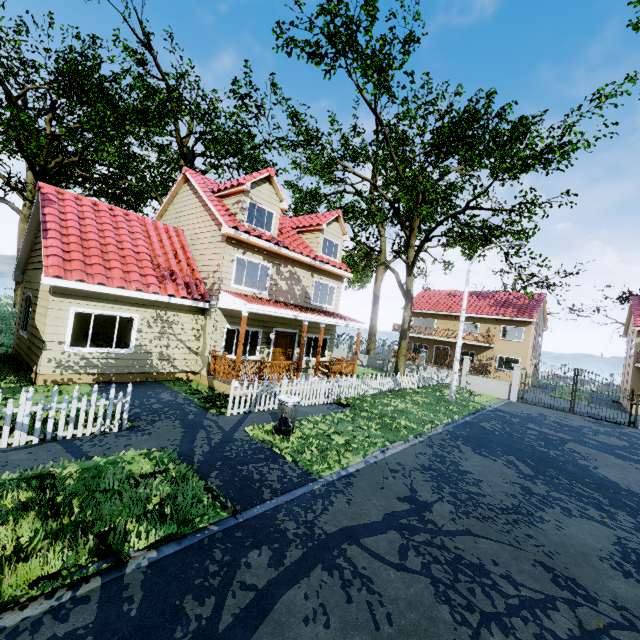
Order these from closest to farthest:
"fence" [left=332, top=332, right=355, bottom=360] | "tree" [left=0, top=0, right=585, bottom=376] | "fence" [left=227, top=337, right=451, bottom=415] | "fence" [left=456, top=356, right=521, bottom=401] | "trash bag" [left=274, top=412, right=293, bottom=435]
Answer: "trash bag" [left=274, top=412, right=293, bottom=435], "fence" [left=227, top=337, right=451, bottom=415], "tree" [left=0, top=0, right=585, bottom=376], "fence" [left=456, top=356, right=521, bottom=401], "fence" [left=332, top=332, right=355, bottom=360]

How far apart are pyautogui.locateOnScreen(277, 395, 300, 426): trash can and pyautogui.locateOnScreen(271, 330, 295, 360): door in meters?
6.1

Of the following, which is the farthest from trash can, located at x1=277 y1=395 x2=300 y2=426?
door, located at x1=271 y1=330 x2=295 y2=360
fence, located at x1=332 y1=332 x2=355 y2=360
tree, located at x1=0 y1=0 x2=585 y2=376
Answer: tree, located at x1=0 y1=0 x2=585 y2=376

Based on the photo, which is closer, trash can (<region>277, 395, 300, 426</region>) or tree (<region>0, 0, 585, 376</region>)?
trash can (<region>277, 395, 300, 426</region>)

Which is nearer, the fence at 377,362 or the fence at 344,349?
the fence at 377,362

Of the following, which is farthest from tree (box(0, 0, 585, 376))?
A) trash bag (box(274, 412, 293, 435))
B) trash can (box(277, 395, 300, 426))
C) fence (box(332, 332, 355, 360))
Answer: trash bag (box(274, 412, 293, 435))

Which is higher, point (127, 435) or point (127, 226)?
point (127, 226)

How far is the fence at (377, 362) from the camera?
10.4 meters
